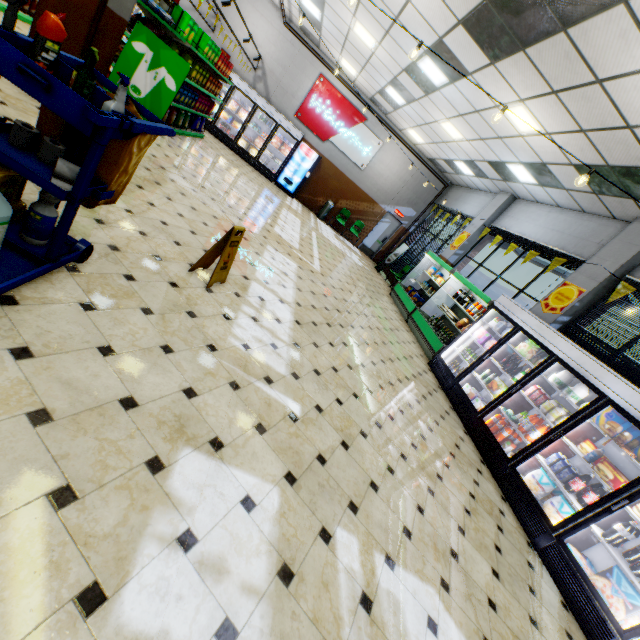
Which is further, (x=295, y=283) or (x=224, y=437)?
(x=295, y=283)

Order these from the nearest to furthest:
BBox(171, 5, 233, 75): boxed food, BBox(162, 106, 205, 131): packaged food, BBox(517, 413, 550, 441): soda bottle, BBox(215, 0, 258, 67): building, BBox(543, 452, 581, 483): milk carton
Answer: BBox(543, 452, 581, 483): milk carton, BBox(517, 413, 550, 441): soda bottle, BBox(171, 5, 233, 75): boxed food, BBox(162, 106, 205, 131): packaged food, BBox(215, 0, 258, 67): building

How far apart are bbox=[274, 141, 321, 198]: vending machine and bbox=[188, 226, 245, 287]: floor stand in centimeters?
1111cm

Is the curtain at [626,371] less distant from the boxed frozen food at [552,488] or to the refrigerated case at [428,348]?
the refrigerated case at [428,348]

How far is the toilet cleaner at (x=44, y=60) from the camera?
1.85m

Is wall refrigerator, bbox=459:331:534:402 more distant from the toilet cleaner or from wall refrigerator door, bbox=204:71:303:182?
wall refrigerator door, bbox=204:71:303:182

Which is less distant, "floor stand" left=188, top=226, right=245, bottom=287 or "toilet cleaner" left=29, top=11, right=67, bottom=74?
"toilet cleaner" left=29, top=11, right=67, bottom=74

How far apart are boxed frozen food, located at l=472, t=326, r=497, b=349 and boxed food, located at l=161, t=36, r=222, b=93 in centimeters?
866cm
